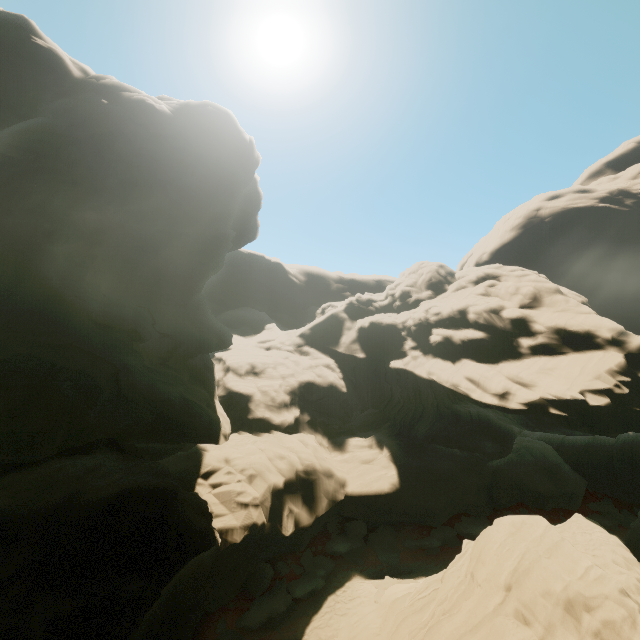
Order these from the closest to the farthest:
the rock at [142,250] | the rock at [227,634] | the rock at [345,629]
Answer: the rock at [142,250] → the rock at [227,634] → the rock at [345,629]

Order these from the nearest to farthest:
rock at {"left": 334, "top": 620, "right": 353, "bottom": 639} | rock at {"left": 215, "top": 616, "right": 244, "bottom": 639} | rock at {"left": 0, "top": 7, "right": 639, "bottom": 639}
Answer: rock at {"left": 0, "top": 7, "right": 639, "bottom": 639}, rock at {"left": 215, "top": 616, "right": 244, "bottom": 639}, rock at {"left": 334, "top": 620, "right": 353, "bottom": 639}

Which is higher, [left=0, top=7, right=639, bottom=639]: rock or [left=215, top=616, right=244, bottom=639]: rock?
[left=0, top=7, right=639, bottom=639]: rock

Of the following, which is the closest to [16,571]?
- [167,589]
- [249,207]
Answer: [167,589]

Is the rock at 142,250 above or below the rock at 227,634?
above

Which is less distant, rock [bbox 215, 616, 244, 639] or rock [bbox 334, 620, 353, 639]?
rock [bbox 215, 616, 244, 639]
